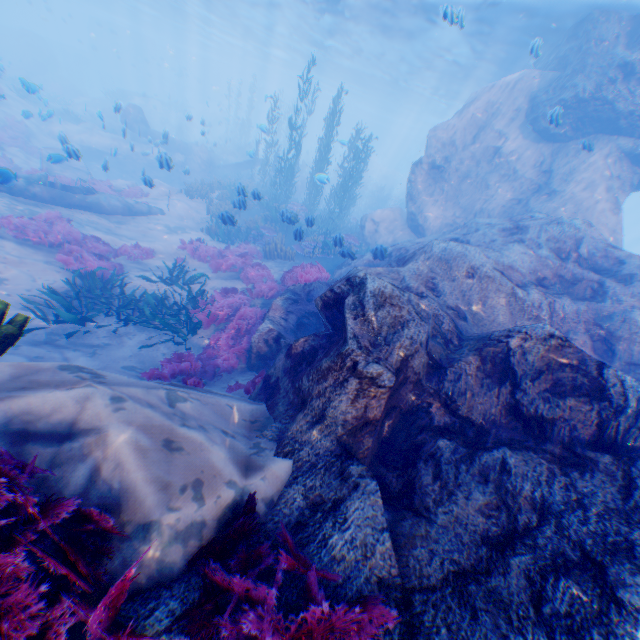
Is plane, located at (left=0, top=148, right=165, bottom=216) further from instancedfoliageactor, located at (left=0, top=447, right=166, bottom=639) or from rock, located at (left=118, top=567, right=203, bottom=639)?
instancedfoliageactor, located at (left=0, top=447, right=166, bottom=639)

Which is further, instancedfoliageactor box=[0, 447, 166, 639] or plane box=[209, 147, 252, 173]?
plane box=[209, 147, 252, 173]

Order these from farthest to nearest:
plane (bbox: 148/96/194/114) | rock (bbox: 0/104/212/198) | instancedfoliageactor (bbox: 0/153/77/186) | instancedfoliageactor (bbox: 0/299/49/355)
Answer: plane (bbox: 148/96/194/114)
instancedfoliageactor (bbox: 0/153/77/186)
rock (bbox: 0/104/212/198)
instancedfoliageactor (bbox: 0/299/49/355)

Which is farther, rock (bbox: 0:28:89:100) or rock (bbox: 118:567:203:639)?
rock (bbox: 0:28:89:100)

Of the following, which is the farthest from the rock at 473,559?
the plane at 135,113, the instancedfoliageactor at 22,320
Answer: the instancedfoliageactor at 22,320

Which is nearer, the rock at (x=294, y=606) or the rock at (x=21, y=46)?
the rock at (x=294, y=606)

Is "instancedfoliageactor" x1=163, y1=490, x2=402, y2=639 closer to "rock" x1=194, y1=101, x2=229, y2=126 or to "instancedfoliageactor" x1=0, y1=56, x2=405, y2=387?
"rock" x1=194, y1=101, x2=229, y2=126

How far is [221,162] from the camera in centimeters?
2417cm
